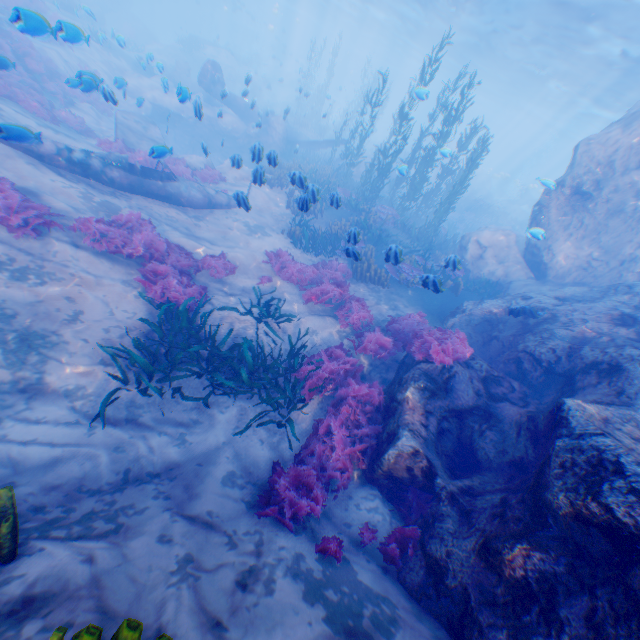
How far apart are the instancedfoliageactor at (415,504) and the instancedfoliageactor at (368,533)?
0.3 meters

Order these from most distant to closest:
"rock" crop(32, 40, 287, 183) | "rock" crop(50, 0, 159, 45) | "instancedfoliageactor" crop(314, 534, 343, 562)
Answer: "rock" crop(50, 0, 159, 45) → "rock" crop(32, 40, 287, 183) → "instancedfoliageactor" crop(314, 534, 343, 562)

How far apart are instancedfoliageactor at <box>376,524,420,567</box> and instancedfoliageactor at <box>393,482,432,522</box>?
0.31m

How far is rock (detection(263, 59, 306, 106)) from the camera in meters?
40.4

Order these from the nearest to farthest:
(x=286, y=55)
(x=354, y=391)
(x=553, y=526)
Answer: (x=553, y=526), (x=354, y=391), (x=286, y=55)

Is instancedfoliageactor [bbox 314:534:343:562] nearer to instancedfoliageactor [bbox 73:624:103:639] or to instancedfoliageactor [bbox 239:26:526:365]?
instancedfoliageactor [bbox 239:26:526:365]

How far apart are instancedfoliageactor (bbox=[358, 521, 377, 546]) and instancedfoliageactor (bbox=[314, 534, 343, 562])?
0.5m

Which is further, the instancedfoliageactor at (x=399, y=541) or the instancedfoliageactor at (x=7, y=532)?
the instancedfoliageactor at (x=399, y=541)
